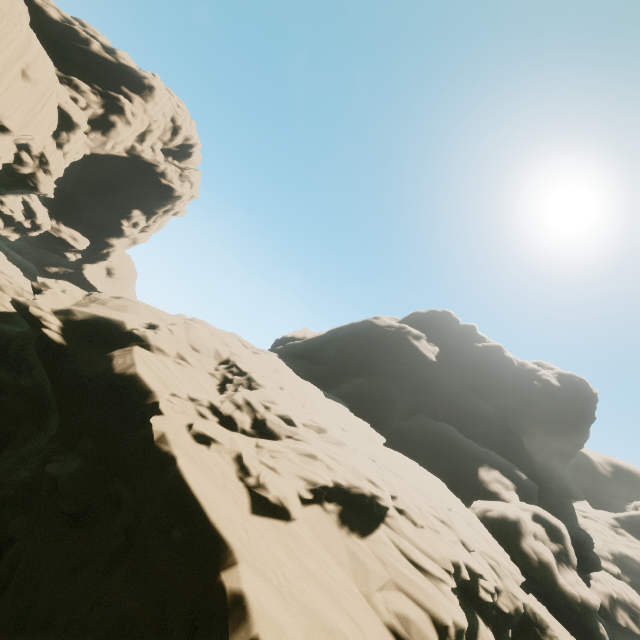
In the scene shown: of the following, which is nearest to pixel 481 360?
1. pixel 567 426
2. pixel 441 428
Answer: pixel 567 426
